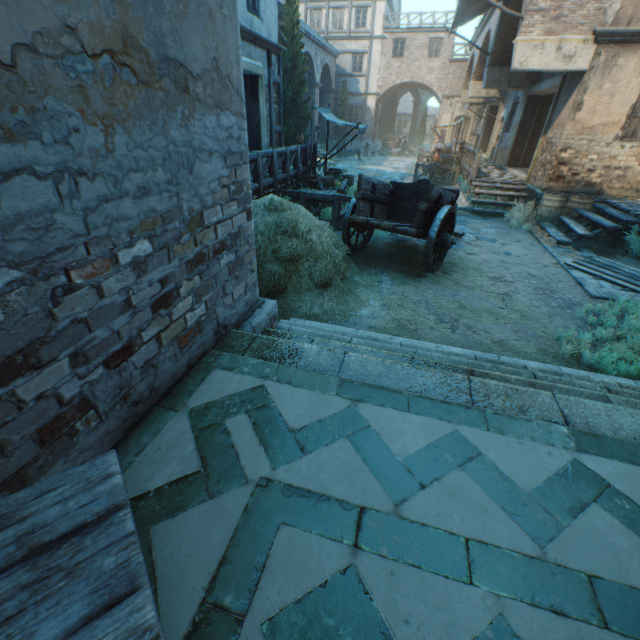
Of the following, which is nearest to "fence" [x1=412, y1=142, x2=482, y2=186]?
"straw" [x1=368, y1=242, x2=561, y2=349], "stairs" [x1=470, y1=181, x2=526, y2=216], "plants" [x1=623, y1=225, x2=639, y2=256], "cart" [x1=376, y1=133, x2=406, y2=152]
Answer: "stairs" [x1=470, y1=181, x2=526, y2=216]

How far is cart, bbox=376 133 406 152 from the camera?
31.7m

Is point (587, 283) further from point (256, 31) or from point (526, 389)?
point (256, 31)

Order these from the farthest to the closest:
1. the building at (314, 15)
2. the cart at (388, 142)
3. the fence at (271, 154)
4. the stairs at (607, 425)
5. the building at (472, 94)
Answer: the cart at (388, 142) < the building at (314, 15) < the building at (472, 94) < the fence at (271, 154) < the stairs at (607, 425)

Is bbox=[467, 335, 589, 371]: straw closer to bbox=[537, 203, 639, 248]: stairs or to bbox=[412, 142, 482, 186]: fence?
bbox=[537, 203, 639, 248]: stairs

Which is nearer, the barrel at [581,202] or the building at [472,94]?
the building at [472,94]

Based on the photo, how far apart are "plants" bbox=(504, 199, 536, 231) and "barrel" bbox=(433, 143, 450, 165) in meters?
9.6 m

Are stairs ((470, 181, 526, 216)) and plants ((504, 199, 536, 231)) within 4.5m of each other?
yes
